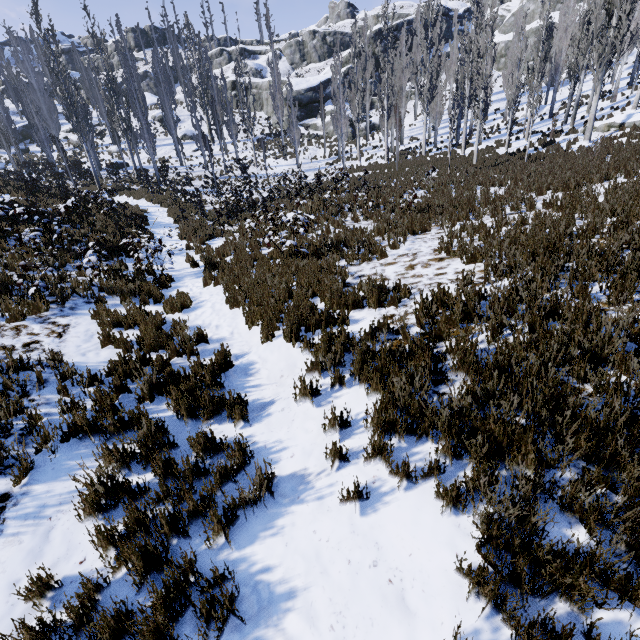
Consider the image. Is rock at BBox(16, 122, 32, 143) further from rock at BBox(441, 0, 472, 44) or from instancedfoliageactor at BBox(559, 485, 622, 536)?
rock at BBox(441, 0, 472, 44)

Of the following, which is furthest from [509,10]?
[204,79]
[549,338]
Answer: [549,338]

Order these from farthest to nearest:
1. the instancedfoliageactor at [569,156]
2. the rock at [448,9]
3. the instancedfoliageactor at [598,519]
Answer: the rock at [448,9]
the instancedfoliageactor at [569,156]
the instancedfoliageactor at [598,519]

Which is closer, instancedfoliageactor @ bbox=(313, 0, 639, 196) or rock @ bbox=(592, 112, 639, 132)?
instancedfoliageactor @ bbox=(313, 0, 639, 196)

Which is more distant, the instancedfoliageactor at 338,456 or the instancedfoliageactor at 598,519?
the instancedfoliageactor at 338,456

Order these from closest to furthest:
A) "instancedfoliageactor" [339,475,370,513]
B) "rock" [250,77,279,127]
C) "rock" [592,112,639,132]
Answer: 1. "instancedfoliageactor" [339,475,370,513]
2. "rock" [592,112,639,132]
3. "rock" [250,77,279,127]

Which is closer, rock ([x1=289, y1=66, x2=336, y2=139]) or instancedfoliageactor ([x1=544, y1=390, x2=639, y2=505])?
instancedfoliageactor ([x1=544, y1=390, x2=639, y2=505])
